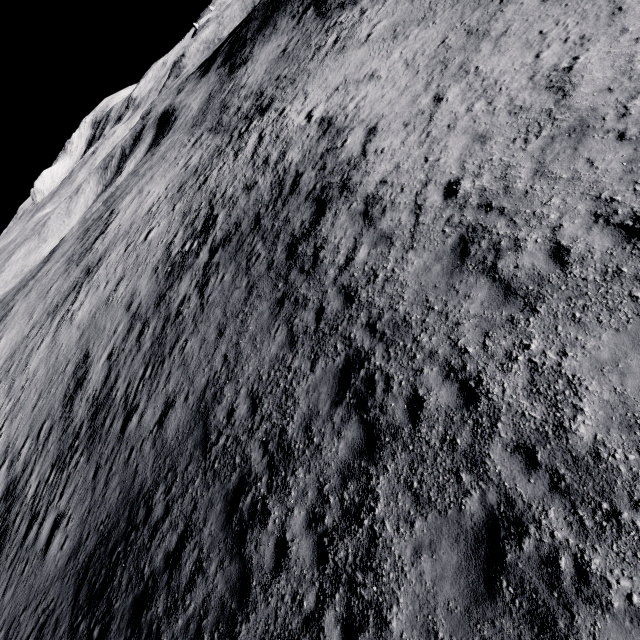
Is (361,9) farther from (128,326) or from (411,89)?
(128,326)
